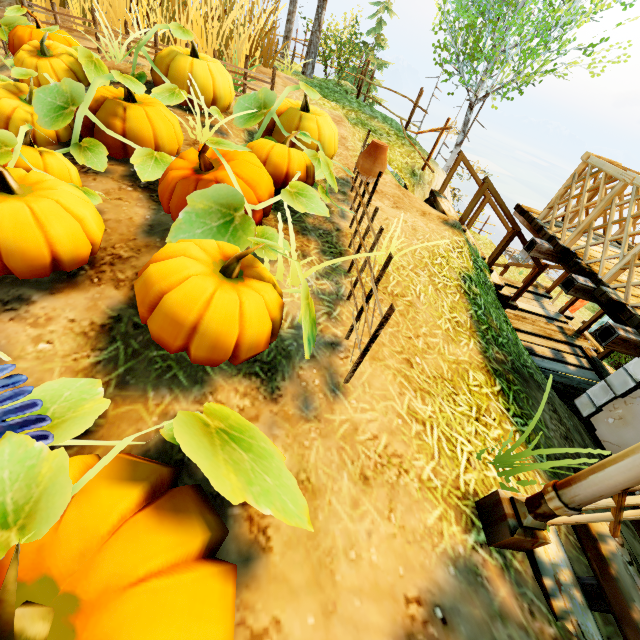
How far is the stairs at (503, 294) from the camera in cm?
648

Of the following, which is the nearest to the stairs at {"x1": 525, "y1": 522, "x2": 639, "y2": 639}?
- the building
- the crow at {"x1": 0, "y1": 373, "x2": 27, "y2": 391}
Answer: the building

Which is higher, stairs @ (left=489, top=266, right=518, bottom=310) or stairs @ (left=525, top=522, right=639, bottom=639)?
stairs @ (left=525, top=522, right=639, bottom=639)

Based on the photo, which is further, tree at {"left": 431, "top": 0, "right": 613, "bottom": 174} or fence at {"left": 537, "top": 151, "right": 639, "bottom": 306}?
tree at {"left": 431, "top": 0, "right": 613, "bottom": 174}

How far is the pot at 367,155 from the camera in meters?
3.5

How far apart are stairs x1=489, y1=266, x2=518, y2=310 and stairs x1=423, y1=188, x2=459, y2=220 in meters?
0.9 m

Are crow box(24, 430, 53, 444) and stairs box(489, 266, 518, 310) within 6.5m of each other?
no

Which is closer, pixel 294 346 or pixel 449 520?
pixel 449 520
